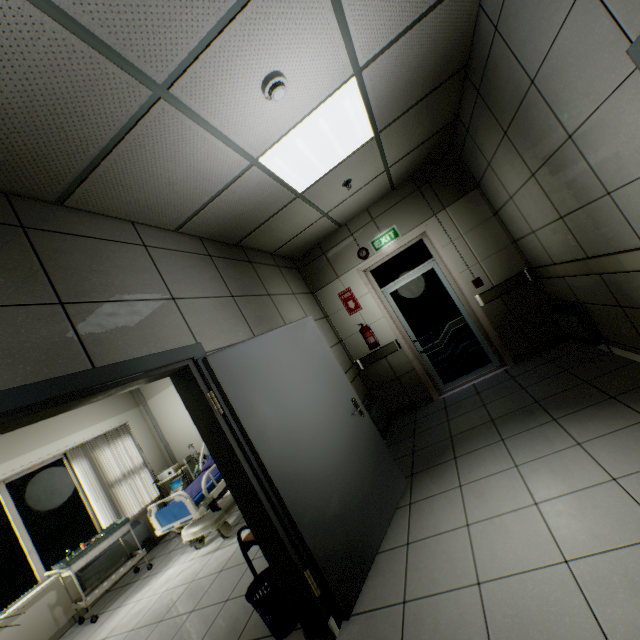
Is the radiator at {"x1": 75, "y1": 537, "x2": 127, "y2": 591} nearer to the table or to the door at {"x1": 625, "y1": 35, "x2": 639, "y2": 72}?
the table

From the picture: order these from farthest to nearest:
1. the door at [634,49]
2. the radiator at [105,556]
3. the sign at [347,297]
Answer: the sign at [347,297], the radiator at [105,556], the door at [634,49]

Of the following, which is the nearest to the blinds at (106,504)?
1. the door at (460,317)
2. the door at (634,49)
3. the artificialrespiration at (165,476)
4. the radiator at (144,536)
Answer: the radiator at (144,536)

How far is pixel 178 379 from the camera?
2.3m

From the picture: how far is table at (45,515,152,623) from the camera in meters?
4.4 m

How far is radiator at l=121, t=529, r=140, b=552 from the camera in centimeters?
565cm

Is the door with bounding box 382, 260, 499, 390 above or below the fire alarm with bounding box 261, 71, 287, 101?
below
